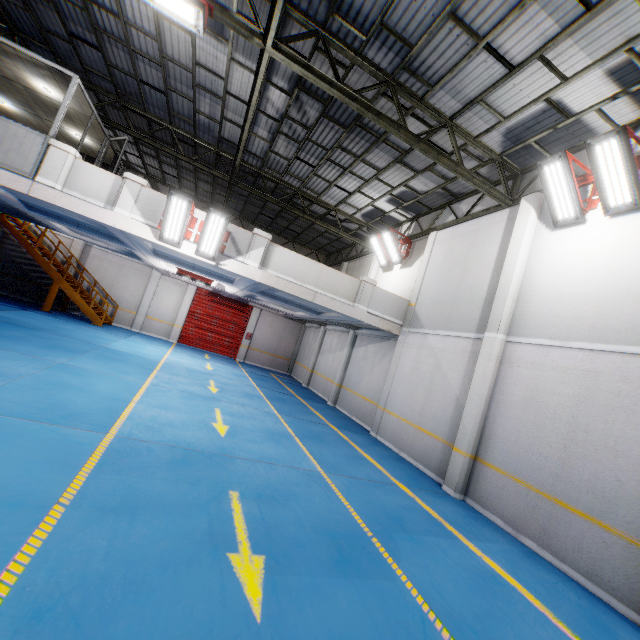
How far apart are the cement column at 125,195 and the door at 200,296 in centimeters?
1165cm

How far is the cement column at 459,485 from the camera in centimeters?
777cm

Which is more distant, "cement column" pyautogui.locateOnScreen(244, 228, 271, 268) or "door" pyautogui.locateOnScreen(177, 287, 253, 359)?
"door" pyautogui.locateOnScreen(177, 287, 253, 359)

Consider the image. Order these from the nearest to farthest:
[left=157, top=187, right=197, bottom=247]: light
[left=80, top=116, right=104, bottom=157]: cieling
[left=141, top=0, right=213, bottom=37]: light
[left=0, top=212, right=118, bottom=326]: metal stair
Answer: [left=141, top=0, right=213, bottom=37]: light, [left=157, top=187, right=197, bottom=247]: light, [left=80, top=116, right=104, bottom=157]: cieling, [left=0, top=212, right=118, bottom=326]: metal stair

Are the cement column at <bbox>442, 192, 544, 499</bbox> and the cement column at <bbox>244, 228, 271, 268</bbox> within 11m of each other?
yes

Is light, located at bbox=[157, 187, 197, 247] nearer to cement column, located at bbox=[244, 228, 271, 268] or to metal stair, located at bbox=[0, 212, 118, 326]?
cement column, located at bbox=[244, 228, 271, 268]

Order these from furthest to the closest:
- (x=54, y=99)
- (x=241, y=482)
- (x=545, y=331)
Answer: (x=54, y=99) < (x=545, y=331) < (x=241, y=482)

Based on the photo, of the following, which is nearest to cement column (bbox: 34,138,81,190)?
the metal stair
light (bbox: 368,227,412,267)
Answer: the metal stair
